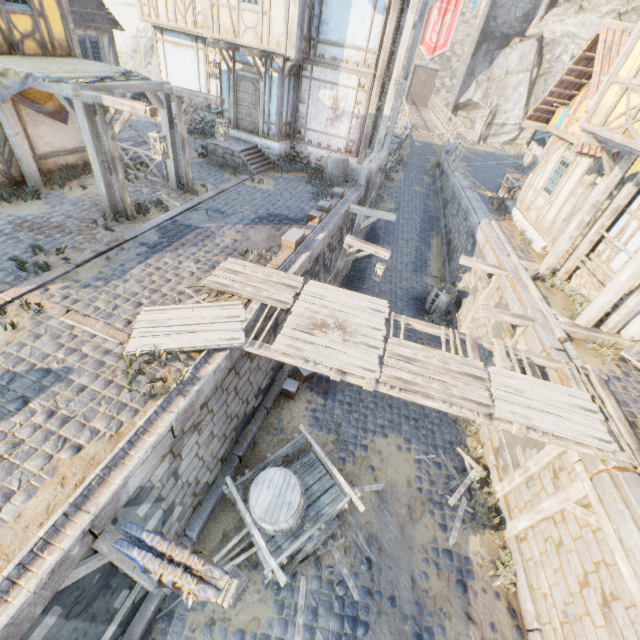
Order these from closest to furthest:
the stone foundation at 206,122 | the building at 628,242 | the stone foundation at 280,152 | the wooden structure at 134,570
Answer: the wooden structure at 134,570, the building at 628,242, the stone foundation at 280,152, the stone foundation at 206,122

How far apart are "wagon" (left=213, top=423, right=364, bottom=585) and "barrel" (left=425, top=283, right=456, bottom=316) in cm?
832

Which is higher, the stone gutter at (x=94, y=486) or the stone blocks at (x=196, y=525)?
the stone gutter at (x=94, y=486)

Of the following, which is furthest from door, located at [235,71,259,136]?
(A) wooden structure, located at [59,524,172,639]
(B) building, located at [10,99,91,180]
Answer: (A) wooden structure, located at [59,524,172,639]

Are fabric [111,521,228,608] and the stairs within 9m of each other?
no

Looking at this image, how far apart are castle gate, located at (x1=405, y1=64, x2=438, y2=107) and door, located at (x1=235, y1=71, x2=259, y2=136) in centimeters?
3554cm

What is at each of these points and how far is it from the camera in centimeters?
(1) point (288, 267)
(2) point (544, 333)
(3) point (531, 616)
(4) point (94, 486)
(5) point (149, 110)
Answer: (1) stone gutter, 852cm
(2) stone blocks, 791cm
(3) stone blocks, 621cm
(4) stone gutter, 405cm
(5) street light, 690cm

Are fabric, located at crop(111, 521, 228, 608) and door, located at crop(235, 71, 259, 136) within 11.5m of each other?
no
